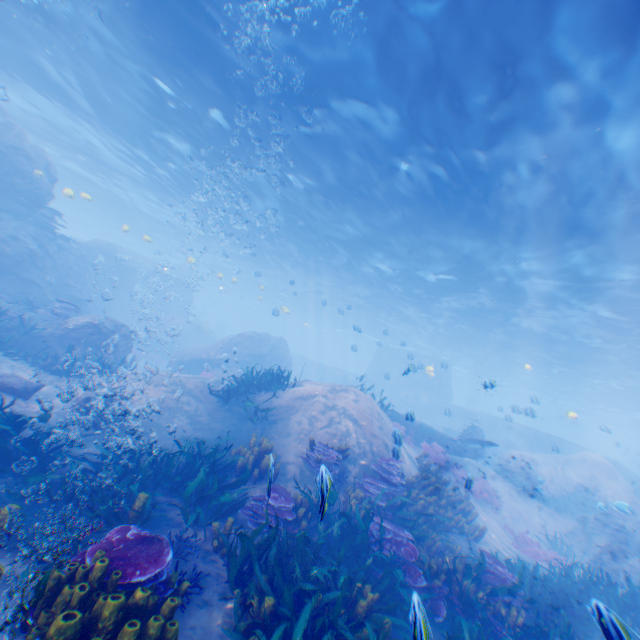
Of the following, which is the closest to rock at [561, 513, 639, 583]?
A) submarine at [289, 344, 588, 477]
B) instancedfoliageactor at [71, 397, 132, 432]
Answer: submarine at [289, 344, 588, 477]

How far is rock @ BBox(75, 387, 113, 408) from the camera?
8.9 meters

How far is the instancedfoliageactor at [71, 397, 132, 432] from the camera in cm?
813

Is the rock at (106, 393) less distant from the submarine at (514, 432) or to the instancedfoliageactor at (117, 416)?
the submarine at (514, 432)

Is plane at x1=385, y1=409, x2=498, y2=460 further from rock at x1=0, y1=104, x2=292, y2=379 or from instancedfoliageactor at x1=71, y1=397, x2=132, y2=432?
instancedfoliageactor at x1=71, y1=397, x2=132, y2=432

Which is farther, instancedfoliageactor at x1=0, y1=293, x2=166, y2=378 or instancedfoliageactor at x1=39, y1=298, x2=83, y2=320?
instancedfoliageactor at x1=39, y1=298, x2=83, y2=320

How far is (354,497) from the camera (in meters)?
8.32

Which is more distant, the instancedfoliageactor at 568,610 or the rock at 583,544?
the rock at 583,544
